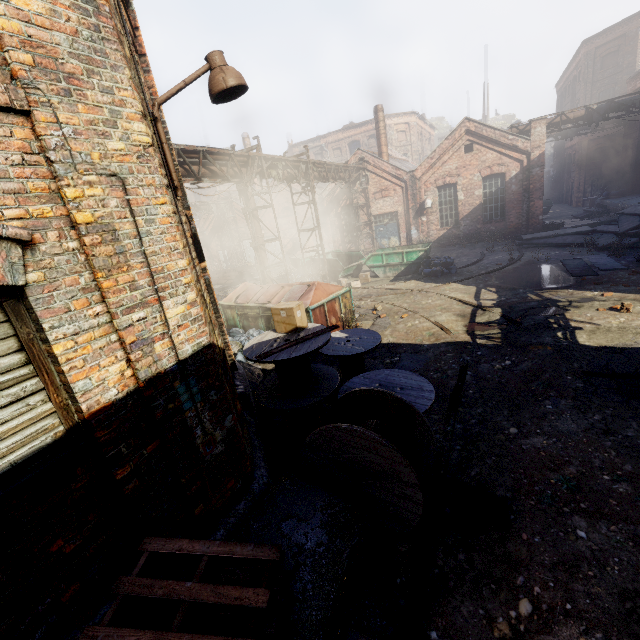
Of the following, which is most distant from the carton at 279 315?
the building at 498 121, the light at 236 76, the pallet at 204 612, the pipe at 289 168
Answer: the building at 498 121

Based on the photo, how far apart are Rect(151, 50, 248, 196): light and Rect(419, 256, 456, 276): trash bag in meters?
13.3

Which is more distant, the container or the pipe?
the container

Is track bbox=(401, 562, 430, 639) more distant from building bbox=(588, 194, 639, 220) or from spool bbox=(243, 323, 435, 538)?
building bbox=(588, 194, 639, 220)

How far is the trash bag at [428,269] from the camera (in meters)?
15.28

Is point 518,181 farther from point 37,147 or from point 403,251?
point 37,147

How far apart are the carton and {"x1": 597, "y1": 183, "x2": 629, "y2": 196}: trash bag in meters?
28.8

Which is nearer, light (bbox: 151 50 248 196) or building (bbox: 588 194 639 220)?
light (bbox: 151 50 248 196)
